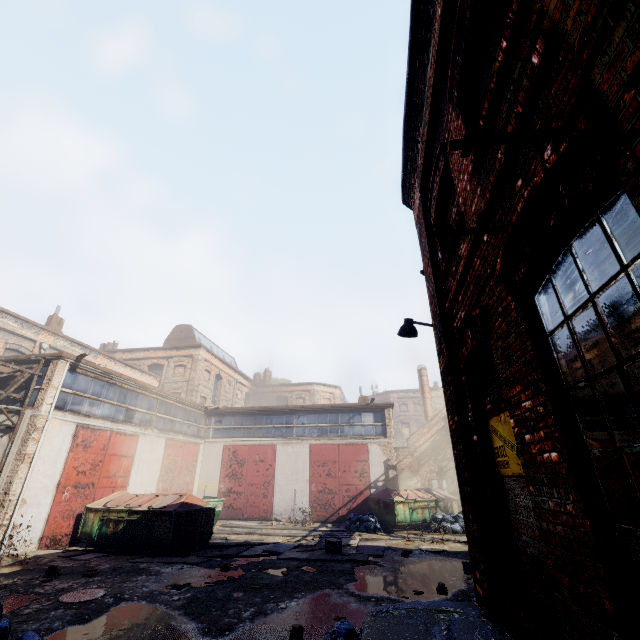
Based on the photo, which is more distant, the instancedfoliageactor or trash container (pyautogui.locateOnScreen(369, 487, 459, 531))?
trash container (pyautogui.locateOnScreen(369, 487, 459, 531))

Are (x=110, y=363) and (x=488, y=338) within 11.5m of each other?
no

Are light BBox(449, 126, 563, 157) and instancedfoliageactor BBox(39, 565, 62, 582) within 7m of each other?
no

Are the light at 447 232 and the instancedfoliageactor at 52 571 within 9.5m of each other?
no

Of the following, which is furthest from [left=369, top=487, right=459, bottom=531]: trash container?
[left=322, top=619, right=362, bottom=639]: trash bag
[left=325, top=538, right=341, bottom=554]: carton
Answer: [left=322, top=619, right=362, bottom=639]: trash bag

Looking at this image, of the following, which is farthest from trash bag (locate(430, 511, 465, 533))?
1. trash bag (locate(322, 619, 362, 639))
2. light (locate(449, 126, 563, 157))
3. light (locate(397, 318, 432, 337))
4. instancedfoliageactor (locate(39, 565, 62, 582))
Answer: light (locate(449, 126, 563, 157))

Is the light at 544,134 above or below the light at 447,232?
below

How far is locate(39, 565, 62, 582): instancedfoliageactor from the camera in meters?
8.1 m
